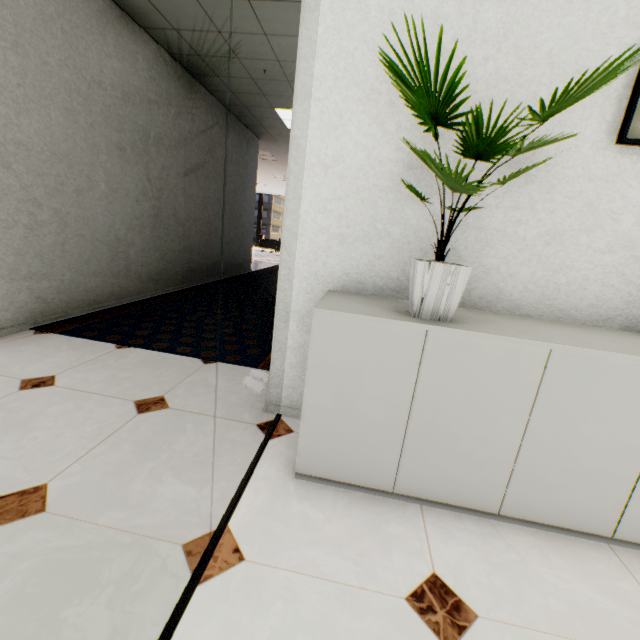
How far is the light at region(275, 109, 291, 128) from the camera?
5.3m

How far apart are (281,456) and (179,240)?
4.2 meters

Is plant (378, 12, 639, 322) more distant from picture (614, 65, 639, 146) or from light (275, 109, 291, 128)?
light (275, 109, 291, 128)

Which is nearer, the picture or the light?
the picture

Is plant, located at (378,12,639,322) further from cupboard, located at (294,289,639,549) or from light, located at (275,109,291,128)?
light, located at (275,109,291,128)

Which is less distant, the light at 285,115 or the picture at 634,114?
the picture at 634,114

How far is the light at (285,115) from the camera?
5.3 meters
